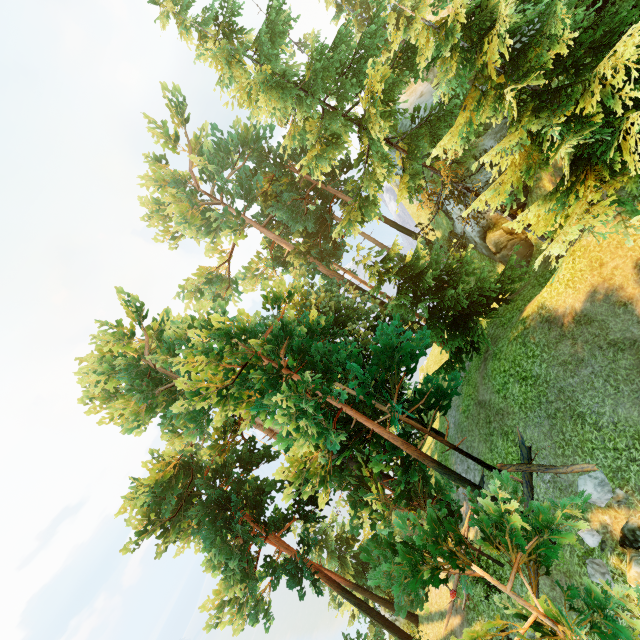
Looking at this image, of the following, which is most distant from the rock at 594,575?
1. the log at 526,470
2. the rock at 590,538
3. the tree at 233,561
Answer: the log at 526,470

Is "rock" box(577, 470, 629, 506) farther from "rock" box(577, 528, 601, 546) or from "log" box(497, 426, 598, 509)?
"rock" box(577, 528, 601, 546)

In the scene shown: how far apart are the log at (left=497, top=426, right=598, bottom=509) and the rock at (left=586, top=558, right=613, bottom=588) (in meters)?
1.66

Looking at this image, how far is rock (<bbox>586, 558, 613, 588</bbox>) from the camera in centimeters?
925cm

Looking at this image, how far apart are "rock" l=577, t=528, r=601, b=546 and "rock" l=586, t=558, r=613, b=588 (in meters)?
0.35

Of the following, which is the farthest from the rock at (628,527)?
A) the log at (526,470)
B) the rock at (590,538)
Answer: the log at (526,470)

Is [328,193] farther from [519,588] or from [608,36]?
[519,588]

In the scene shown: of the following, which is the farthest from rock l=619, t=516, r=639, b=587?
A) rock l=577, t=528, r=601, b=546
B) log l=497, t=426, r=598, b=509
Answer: log l=497, t=426, r=598, b=509
